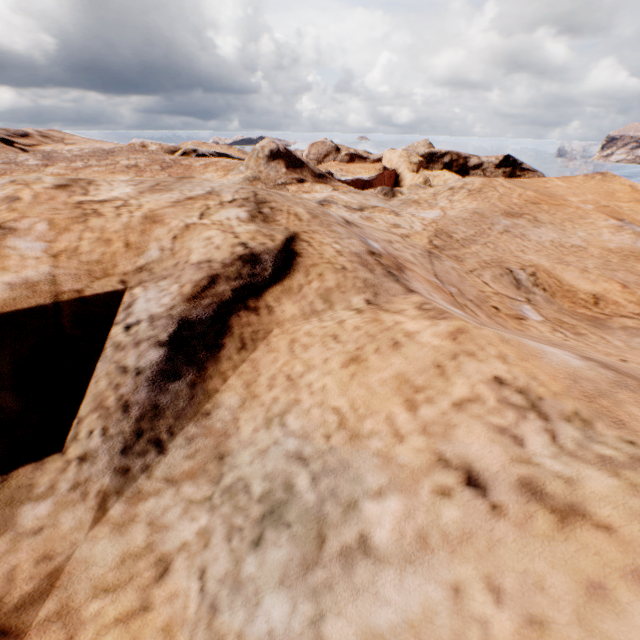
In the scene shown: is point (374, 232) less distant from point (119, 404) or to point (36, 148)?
point (119, 404)
